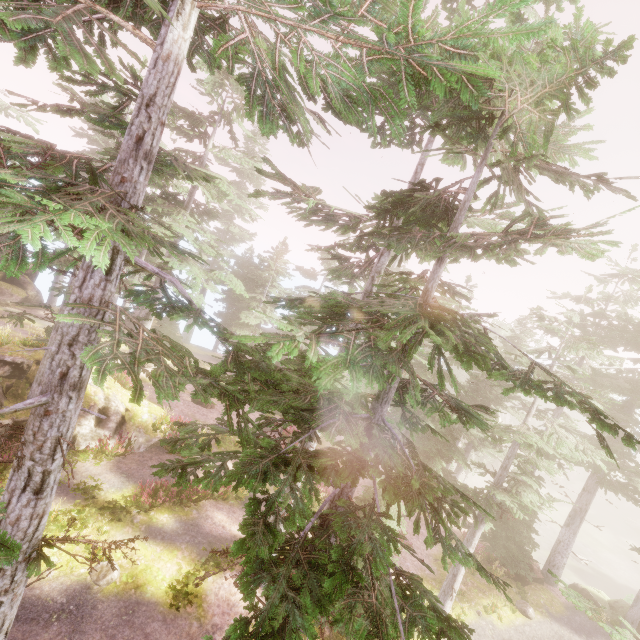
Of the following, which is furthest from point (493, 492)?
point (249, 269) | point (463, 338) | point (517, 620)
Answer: point (249, 269)

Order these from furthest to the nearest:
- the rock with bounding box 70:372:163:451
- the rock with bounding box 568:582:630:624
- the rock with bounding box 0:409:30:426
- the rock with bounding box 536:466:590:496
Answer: the rock with bounding box 536:466:590:496 < the rock with bounding box 568:582:630:624 < the rock with bounding box 70:372:163:451 < the rock with bounding box 0:409:30:426

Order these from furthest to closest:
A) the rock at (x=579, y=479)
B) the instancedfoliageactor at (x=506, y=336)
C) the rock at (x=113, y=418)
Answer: the rock at (x=579, y=479)
the rock at (x=113, y=418)
the instancedfoliageactor at (x=506, y=336)

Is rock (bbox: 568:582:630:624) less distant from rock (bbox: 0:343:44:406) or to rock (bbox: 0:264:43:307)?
rock (bbox: 0:343:44:406)

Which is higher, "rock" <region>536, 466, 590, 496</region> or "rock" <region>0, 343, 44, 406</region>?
"rock" <region>0, 343, 44, 406</region>

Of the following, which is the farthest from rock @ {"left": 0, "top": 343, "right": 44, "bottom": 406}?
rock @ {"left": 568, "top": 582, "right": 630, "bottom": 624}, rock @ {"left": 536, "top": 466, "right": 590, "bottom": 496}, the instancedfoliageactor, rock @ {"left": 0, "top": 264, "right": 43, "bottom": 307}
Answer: rock @ {"left": 536, "top": 466, "right": 590, "bottom": 496}

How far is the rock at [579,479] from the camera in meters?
53.9 m

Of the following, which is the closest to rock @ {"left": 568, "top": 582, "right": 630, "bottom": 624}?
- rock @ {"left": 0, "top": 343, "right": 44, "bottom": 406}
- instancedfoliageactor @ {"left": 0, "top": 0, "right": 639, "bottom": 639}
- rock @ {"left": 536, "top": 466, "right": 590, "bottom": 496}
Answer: instancedfoliageactor @ {"left": 0, "top": 0, "right": 639, "bottom": 639}
